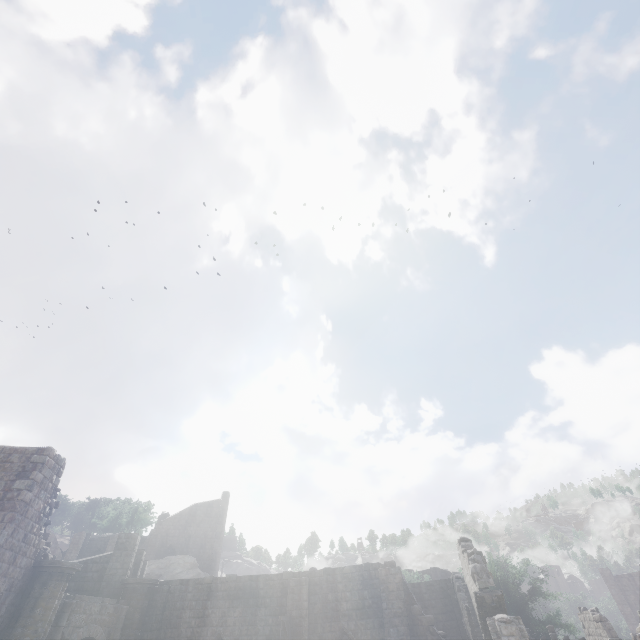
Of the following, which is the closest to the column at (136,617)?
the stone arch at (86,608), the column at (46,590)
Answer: the stone arch at (86,608)

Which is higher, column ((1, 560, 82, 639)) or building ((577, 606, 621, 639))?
column ((1, 560, 82, 639))

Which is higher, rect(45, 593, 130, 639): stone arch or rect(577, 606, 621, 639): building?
rect(45, 593, 130, 639): stone arch

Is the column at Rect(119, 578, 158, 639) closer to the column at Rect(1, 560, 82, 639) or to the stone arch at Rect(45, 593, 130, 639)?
the stone arch at Rect(45, 593, 130, 639)

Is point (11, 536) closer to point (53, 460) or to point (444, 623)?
point (53, 460)

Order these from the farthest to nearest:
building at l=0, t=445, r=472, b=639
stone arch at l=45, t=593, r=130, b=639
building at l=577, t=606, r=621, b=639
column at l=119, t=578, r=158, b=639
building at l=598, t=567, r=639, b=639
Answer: building at l=598, t=567, r=639, b=639 < building at l=577, t=606, r=621, b=639 < column at l=119, t=578, r=158, b=639 < stone arch at l=45, t=593, r=130, b=639 < building at l=0, t=445, r=472, b=639

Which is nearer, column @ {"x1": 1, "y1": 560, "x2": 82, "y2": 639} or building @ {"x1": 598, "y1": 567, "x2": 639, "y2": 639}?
column @ {"x1": 1, "y1": 560, "x2": 82, "y2": 639}
